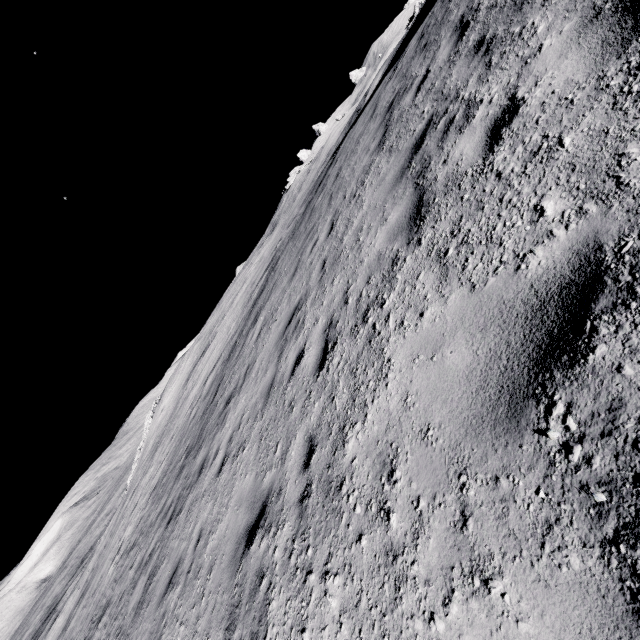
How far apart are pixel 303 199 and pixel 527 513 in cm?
2416
